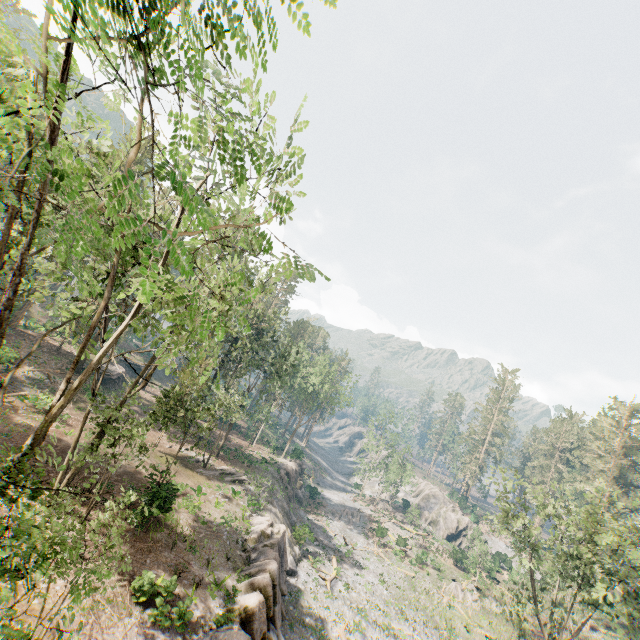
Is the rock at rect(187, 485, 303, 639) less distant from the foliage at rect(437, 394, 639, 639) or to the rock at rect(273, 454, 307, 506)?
the foliage at rect(437, 394, 639, 639)

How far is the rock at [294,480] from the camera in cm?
4522

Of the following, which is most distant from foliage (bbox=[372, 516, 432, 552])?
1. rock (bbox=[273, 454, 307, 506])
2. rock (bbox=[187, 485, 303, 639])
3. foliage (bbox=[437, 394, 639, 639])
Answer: rock (bbox=[273, 454, 307, 506])

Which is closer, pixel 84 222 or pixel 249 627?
pixel 84 222

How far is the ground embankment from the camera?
43.4m

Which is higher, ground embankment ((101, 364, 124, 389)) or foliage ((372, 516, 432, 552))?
ground embankment ((101, 364, 124, 389))

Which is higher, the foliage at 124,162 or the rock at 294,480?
the foliage at 124,162

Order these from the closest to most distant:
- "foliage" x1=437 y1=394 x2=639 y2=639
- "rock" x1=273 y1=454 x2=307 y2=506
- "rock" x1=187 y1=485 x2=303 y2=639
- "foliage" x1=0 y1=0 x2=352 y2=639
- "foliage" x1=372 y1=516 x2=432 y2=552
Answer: "foliage" x1=0 y1=0 x2=352 y2=639, "rock" x1=187 y1=485 x2=303 y2=639, "foliage" x1=437 y1=394 x2=639 y2=639, "rock" x1=273 y1=454 x2=307 y2=506, "foliage" x1=372 y1=516 x2=432 y2=552
